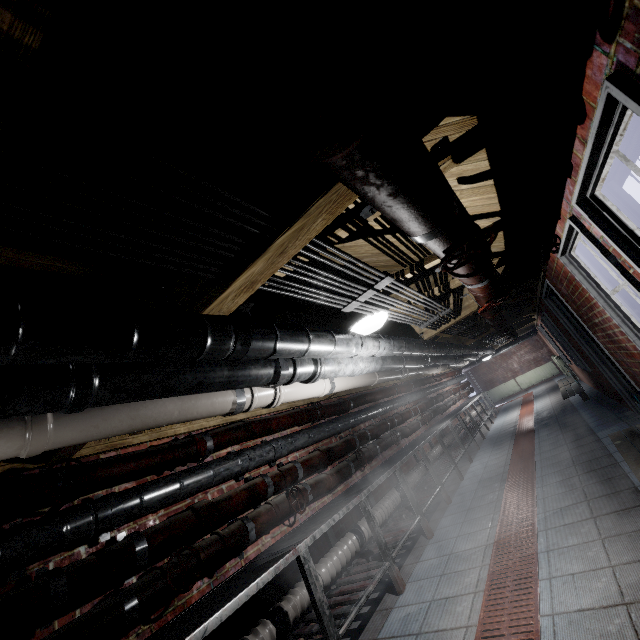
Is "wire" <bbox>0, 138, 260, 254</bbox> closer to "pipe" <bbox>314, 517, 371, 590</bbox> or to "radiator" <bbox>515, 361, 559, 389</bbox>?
"pipe" <bbox>314, 517, 371, 590</bbox>

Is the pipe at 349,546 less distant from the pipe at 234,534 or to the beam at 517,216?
the pipe at 234,534

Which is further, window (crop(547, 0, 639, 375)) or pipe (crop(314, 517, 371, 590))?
pipe (crop(314, 517, 371, 590))

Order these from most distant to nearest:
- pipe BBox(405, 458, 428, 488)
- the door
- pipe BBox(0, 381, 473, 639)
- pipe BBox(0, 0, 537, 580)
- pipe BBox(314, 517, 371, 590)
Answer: pipe BBox(405, 458, 428, 488) < the door < pipe BBox(314, 517, 371, 590) < pipe BBox(0, 381, 473, 639) < pipe BBox(0, 0, 537, 580)

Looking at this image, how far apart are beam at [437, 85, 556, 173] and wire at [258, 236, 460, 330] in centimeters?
19cm

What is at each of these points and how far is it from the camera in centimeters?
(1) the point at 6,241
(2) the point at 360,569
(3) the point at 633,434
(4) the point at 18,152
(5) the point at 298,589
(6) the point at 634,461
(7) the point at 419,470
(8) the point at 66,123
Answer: (1) beam, 101cm
(2) table, 307cm
(3) bench, 318cm
(4) wire, 58cm
(5) pipe, 260cm
(6) bench, 264cm
(7) pipe, 525cm
(8) wire, 57cm

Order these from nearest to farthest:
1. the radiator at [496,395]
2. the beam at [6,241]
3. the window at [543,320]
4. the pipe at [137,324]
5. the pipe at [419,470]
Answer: the pipe at [137,324]
the beam at [6,241]
the pipe at [419,470]
the window at [543,320]
the radiator at [496,395]
